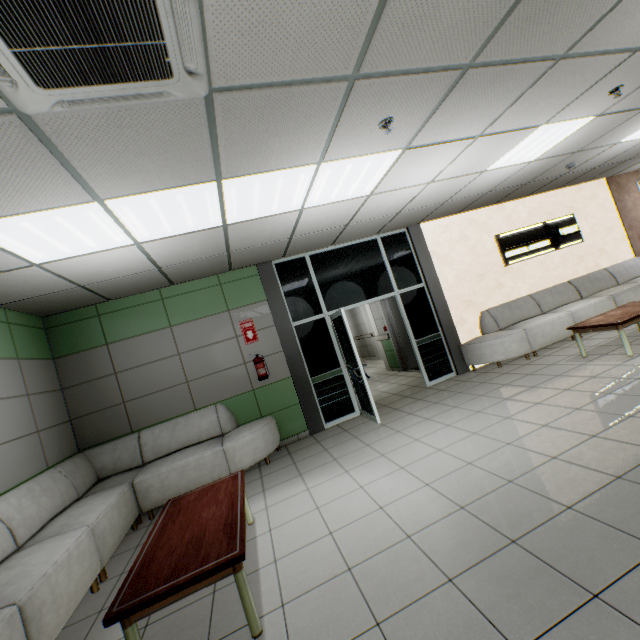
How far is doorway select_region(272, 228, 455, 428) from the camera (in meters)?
5.99

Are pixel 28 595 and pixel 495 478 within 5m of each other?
yes

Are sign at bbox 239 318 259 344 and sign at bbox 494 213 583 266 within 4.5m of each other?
no

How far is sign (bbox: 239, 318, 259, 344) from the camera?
5.78m

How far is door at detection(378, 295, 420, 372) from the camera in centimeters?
898cm

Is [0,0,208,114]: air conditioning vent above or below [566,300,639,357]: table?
above

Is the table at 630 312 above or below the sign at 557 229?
below

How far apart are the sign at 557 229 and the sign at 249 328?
5.70m
